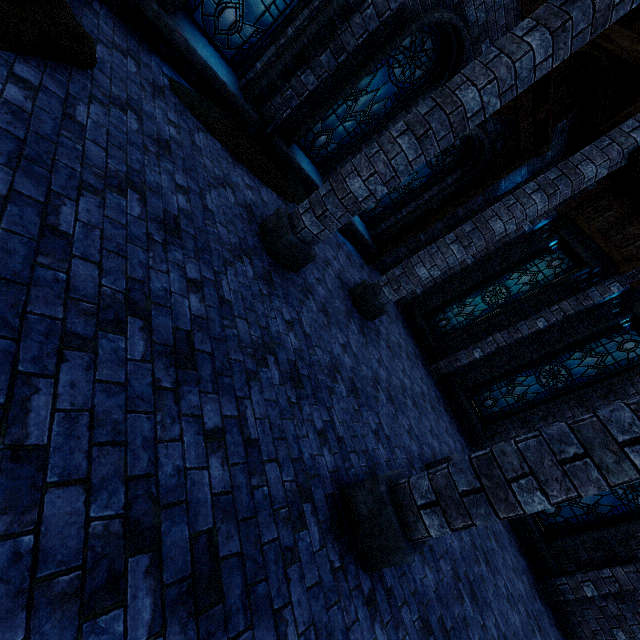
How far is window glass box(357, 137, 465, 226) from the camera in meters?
9.5 m

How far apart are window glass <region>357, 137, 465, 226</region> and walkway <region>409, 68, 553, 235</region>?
0.8m

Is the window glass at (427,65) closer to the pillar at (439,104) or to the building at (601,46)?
the building at (601,46)

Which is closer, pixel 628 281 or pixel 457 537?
pixel 457 537

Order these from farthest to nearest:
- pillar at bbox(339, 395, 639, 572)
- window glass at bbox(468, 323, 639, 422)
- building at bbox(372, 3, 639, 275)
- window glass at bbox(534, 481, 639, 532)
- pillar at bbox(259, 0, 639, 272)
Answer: window glass at bbox(468, 323, 639, 422) < window glass at bbox(534, 481, 639, 532) < building at bbox(372, 3, 639, 275) < pillar at bbox(259, 0, 639, 272) < pillar at bbox(339, 395, 639, 572)

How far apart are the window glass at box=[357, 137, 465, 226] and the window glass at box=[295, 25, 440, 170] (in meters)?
1.47

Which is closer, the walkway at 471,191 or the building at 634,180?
the walkway at 471,191

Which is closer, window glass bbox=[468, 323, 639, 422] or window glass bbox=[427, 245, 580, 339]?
window glass bbox=[468, 323, 639, 422]
